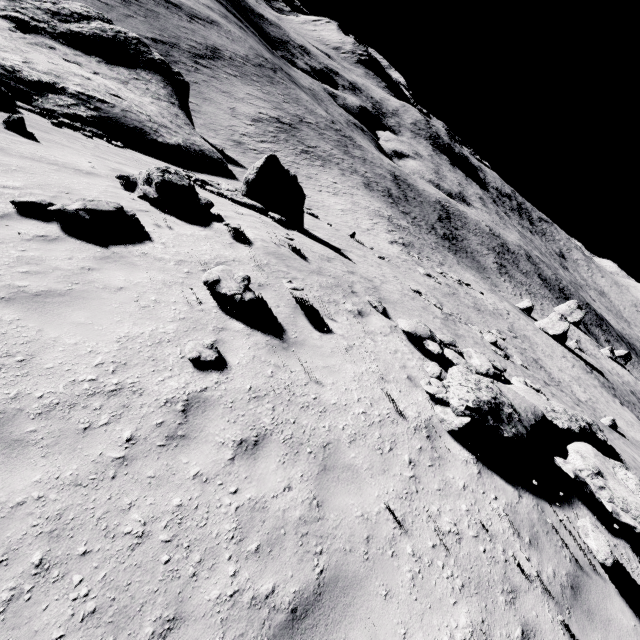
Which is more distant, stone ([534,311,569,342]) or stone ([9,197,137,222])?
stone ([534,311,569,342])

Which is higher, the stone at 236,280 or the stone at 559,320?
the stone at 236,280

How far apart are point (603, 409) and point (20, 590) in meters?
25.4

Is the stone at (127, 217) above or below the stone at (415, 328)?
below

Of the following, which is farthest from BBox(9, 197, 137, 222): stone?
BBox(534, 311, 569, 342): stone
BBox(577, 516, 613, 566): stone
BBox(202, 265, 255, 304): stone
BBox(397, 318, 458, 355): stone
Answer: BBox(534, 311, 569, 342): stone

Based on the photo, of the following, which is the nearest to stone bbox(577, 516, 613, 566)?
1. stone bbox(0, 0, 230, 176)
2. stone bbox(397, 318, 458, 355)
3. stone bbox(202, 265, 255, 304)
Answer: stone bbox(397, 318, 458, 355)

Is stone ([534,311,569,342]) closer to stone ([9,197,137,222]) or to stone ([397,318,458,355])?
stone ([397,318,458,355])

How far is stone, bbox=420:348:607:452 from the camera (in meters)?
5.90
